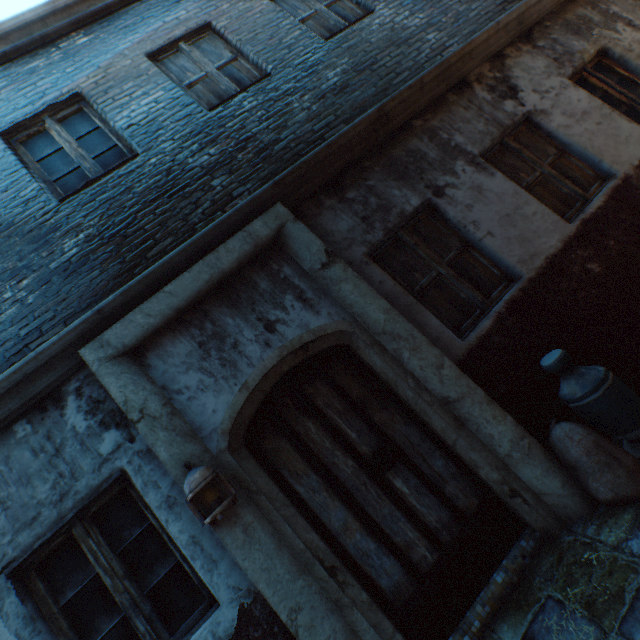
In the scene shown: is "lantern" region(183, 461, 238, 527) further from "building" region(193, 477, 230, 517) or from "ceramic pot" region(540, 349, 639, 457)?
"ceramic pot" region(540, 349, 639, 457)

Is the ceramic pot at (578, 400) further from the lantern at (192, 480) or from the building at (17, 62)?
the lantern at (192, 480)

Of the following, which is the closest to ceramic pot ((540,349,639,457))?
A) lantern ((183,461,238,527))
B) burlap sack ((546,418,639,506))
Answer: burlap sack ((546,418,639,506))

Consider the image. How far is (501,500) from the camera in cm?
278

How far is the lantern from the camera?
2.3 meters

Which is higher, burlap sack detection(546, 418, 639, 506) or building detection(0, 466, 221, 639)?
building detection(0, 466, 221, 639)

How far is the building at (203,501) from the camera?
2.4 meters

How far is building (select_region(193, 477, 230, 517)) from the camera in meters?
2.4 m
